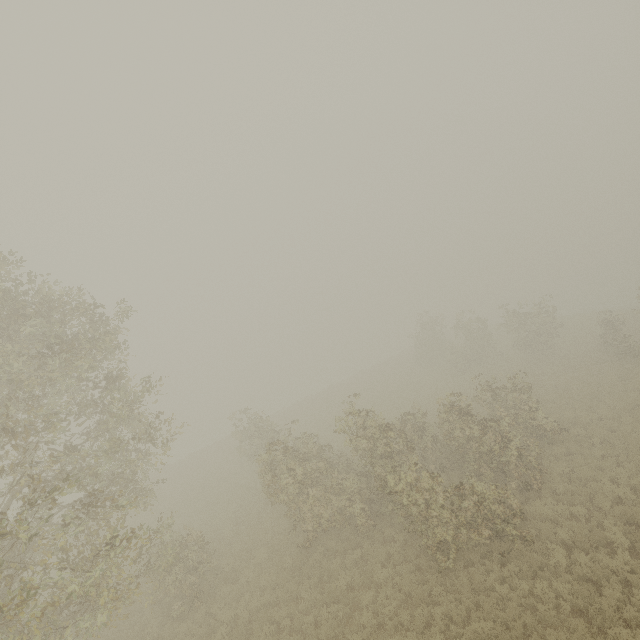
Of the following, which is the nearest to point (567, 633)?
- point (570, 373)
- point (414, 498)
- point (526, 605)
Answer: point (526, 605)
